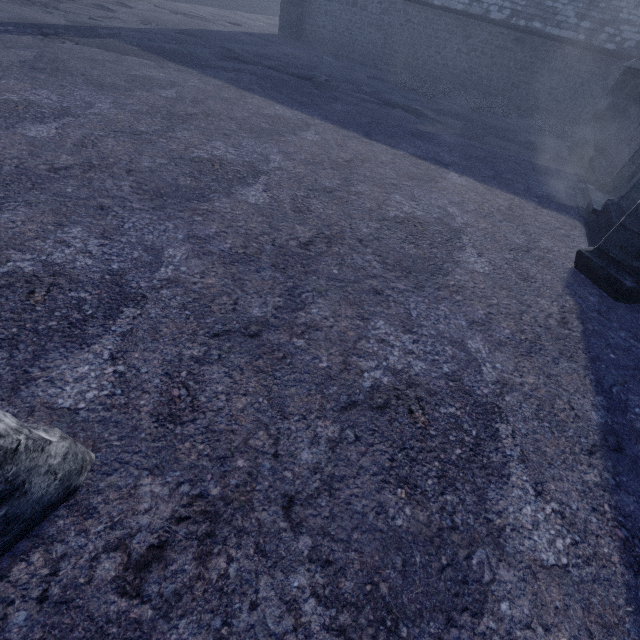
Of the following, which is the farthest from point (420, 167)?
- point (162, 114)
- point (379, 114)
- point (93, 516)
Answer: point (93, 516)
